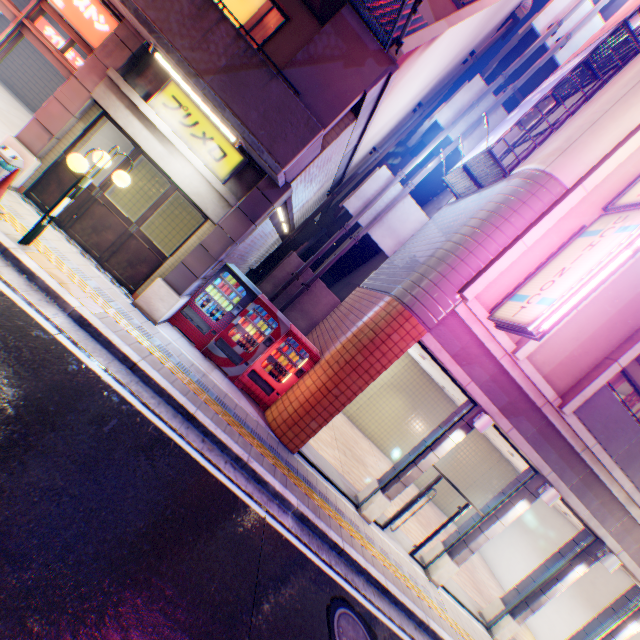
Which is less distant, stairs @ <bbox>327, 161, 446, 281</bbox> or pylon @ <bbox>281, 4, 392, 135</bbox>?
pylon @ <bbox>281, 4, 392, 135</bbox>

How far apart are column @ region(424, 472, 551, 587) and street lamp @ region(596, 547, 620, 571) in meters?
2.6 m

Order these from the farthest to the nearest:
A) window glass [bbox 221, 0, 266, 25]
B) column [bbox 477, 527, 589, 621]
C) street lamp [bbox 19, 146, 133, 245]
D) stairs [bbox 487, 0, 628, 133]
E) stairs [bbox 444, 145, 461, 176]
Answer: stairs [bbox 444, 145, 461, 176] → stairs [bbox 487, 0, 628, 133] → column [bbox 477, 527, 589, 621] → window glass [bbox 221, 0, 266, 25] → street lamp [bbox 19, 146, 133, 245]

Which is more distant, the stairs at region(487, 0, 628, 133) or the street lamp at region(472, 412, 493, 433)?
the stairs at region(487, 0, 628, 133)

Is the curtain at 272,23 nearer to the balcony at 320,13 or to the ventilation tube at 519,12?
the balcony at 320,13

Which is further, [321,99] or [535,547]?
[535,547]

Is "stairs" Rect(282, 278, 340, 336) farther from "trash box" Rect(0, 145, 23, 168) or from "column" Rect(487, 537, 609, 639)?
"column" Rect(487, 537, 609, 639)

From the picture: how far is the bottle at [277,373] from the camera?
8.4 meters
